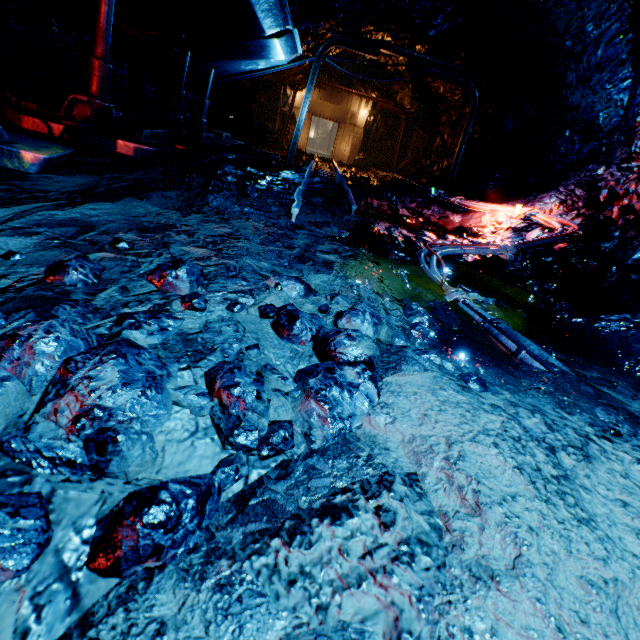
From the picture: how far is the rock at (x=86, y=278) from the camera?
1.4 meters

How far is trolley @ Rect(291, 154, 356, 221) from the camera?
3.7 meters

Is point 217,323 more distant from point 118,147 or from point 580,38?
point 580,38

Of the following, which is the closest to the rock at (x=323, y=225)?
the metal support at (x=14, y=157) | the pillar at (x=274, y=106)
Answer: the pillar at (x=274, y=106)

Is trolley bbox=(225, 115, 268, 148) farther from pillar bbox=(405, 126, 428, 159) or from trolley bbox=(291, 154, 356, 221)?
pillar bbox=(405, 126, 428, 159)

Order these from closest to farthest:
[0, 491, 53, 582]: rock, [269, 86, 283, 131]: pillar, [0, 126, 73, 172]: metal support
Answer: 1. [0, 491, 53, 582]: rock
2. [0, 126, 73, 172]: metal support
3. [269, 86, 283, 131]: pillar

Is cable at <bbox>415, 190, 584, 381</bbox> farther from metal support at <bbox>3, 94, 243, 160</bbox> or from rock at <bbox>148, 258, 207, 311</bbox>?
metal support at <bbox>3, 94, 243, 160</bbox>

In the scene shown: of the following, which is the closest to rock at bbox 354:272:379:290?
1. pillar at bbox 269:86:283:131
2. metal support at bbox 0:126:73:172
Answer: pillar at bbox 269:86:283:131
